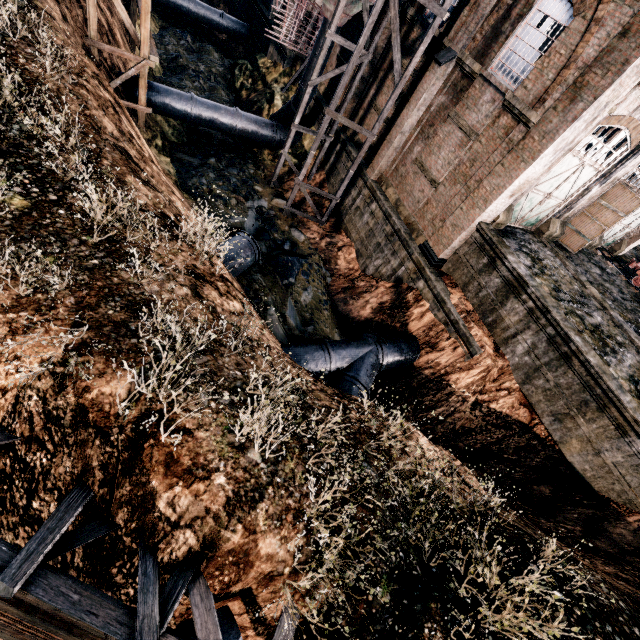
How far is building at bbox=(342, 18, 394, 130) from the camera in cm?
1859

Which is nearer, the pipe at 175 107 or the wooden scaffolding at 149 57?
the wooden scaffolding at 149 57

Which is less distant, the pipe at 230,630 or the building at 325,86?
the pipe at 230,630

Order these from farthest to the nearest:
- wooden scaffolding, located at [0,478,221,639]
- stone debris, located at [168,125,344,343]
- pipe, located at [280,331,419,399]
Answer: stone debris, located at [168,125,344,343] < pipe, located at [280,331,419,399] < wooden scaffolding, located at [0,478,221,639]

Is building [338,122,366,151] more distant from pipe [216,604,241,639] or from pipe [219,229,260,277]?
pipe [216,604,241,639]

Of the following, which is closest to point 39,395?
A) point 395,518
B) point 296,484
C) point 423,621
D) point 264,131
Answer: point 296,484

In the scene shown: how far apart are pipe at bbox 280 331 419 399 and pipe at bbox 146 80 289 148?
16.6 meters

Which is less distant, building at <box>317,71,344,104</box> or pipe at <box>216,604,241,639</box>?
pipe at <box>216,604,241,639</box>
